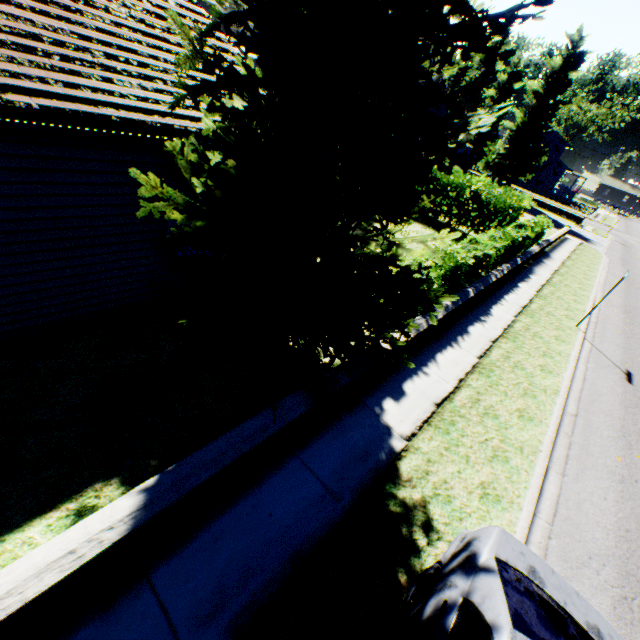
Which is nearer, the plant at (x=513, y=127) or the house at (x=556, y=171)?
the plant at (x=513, y=127)

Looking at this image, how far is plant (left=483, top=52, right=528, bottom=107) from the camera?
49.03m

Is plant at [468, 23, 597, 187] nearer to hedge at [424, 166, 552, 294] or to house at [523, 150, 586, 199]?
house at [523, 150, 586, 199]

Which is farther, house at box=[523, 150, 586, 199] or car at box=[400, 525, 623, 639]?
house at box=[523, 150, 586, 199]

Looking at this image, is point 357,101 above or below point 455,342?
above

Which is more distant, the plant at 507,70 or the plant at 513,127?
the plant at 507,70

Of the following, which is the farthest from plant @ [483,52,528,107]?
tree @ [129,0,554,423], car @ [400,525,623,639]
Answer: car @ [400,525,623,639]

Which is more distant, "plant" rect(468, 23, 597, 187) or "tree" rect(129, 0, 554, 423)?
"plant" rect(468, 23, 597, 187)
